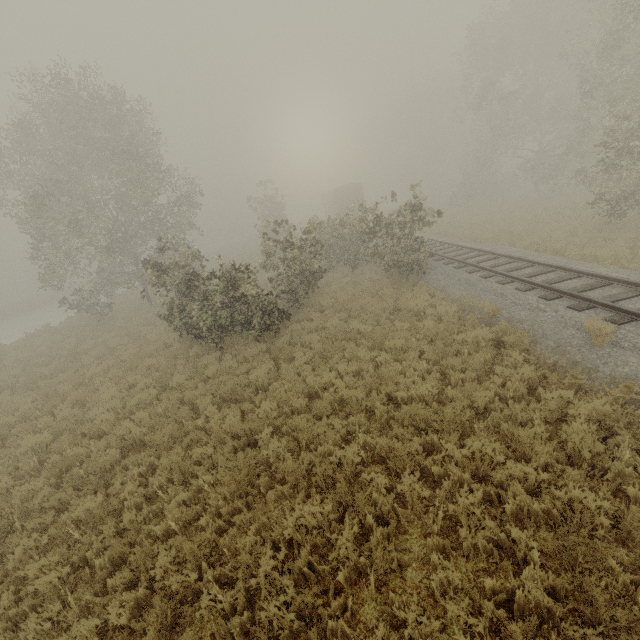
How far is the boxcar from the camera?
38.38m

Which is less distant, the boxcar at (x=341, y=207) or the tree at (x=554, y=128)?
the tree at (x=554, y=128)

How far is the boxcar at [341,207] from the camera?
38.4m

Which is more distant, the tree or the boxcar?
the boxcar

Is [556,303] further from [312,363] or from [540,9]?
[540,9]
